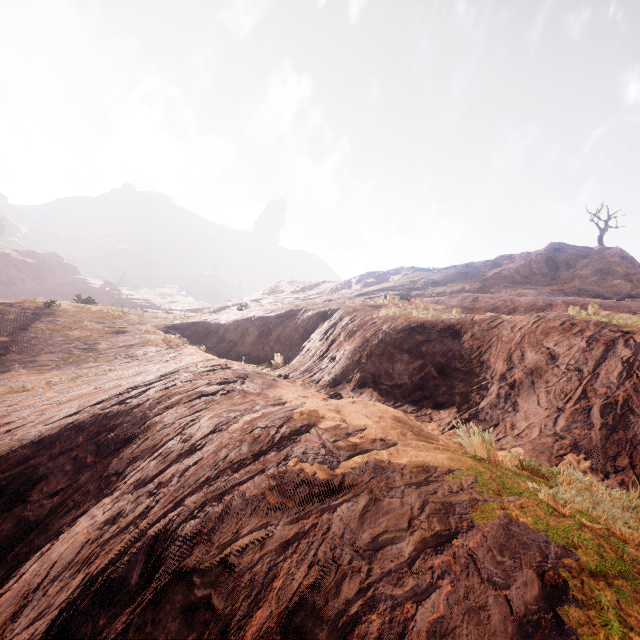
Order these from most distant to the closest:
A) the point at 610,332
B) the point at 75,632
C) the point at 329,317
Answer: the point at 329,317, the point at 610,332, the point at 75,632
